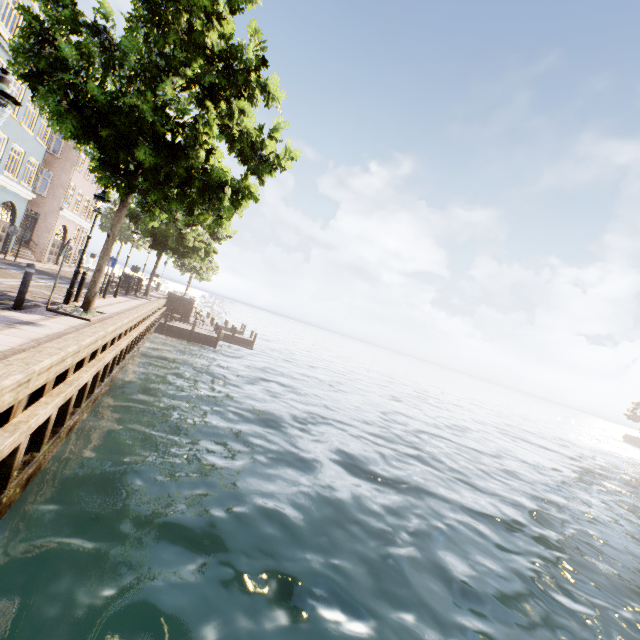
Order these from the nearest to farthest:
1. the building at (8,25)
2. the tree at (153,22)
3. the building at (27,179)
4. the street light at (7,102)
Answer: the street light at (7,102)
the tree at (153,22)
the building at (8,25)
the building at (27,179)

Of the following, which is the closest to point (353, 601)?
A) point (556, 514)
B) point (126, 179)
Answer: point (126, 179)

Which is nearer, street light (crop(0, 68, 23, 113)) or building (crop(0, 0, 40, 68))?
street light (crop(0, 68, 23, 113))

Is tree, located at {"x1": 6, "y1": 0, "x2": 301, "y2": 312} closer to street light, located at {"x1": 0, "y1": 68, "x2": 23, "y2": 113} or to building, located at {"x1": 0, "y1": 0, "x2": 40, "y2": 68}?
street light, located at {"x1": 0, "y1": 68, "x2": 23, "y2": 113}

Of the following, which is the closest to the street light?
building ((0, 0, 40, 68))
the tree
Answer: the tree

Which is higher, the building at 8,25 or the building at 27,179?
the building at 8,25
